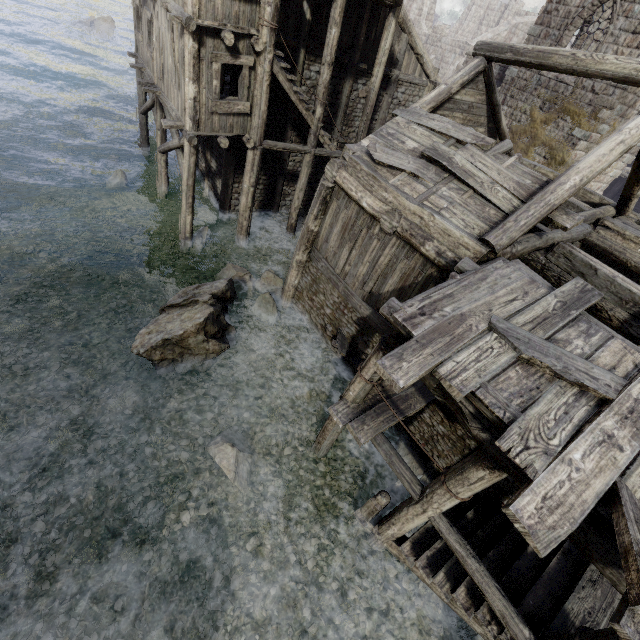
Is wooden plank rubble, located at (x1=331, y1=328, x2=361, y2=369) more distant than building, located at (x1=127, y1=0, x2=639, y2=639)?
Yes

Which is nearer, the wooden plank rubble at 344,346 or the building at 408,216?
the building at 408,216

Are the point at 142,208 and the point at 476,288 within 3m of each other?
no

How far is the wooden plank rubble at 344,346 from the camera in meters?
9.3 m

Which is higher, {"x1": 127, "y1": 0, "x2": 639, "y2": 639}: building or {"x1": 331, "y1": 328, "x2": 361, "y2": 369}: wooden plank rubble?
{"x1": 127, "y1": 0, "x2": 639, "y2": 639}: building

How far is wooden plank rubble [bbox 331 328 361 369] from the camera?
9.3m
